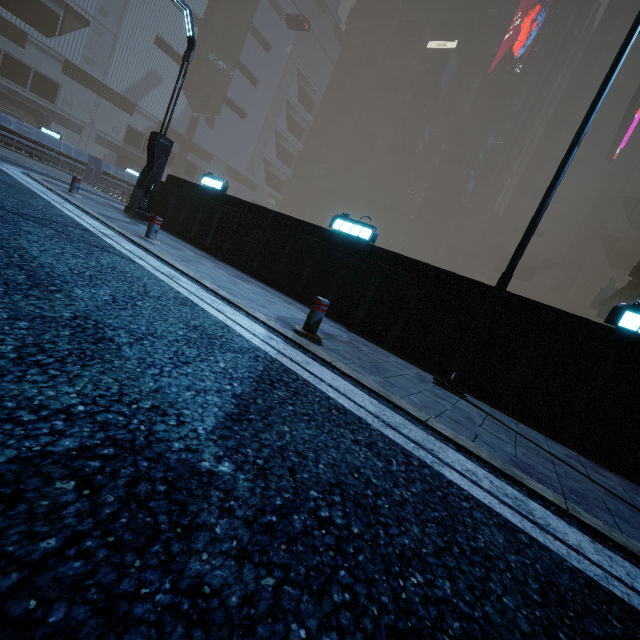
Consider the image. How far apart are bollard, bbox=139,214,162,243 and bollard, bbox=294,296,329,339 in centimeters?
467cm

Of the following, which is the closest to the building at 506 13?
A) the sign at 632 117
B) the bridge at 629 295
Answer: the sign at 632 117

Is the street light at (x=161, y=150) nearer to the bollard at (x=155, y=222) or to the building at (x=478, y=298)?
the building at (x=478, y=298)

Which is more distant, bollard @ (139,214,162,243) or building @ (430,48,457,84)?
building @ (430,48,457,84)

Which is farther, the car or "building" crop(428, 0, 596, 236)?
"building" crop(428, 0, 596, 236)

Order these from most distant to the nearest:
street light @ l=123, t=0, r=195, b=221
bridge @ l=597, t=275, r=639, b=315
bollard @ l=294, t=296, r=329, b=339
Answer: bridge @ l=597, t=275, r=639, b=315
street light @ l=123, t=0, r=195, b=221
bollard @ l=294, t=296, r=329, b=339

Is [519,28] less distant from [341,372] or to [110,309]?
[341,372]

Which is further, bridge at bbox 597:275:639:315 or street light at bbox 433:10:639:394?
bridge at bbox 597:275:639:315
